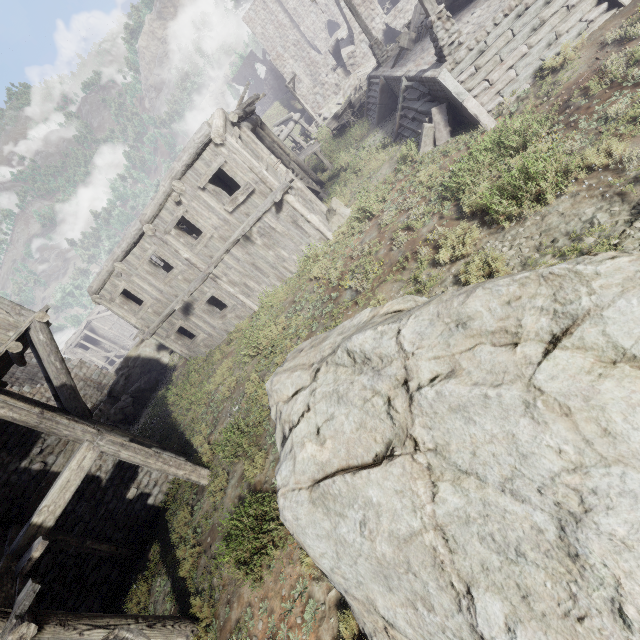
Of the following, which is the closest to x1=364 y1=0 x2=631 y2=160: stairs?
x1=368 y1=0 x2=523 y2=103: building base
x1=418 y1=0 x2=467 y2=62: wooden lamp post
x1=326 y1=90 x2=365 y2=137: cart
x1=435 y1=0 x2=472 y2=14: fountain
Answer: x1=368 y1=0 x2=523 y2=103: building base

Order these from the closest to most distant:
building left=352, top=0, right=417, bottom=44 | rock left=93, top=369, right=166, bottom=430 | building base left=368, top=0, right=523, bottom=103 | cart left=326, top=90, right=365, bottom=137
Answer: building base left=368, top=0, right=523, bottom=103
rock left=93, top=369, right=166, bottom=430
cart left=326, top=90, right=365, bottom=137
building left=352, top=0, right=417, bottom=44

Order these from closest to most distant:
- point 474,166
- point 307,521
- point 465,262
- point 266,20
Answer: point 307,521, point 465,262, point 474,166, point 266,20

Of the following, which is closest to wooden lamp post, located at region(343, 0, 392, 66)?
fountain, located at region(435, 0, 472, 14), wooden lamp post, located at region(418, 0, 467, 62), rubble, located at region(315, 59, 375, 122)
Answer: fountain, located at region(435, 0, 472, 14)

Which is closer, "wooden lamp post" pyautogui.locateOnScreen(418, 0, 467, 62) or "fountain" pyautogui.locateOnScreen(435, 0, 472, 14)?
"wooden lamp post" pyautogui.locateOnScreen(418, 0, 467, 62)

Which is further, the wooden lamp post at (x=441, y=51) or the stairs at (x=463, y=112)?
the wooden lamp post at (x=441, y=51)

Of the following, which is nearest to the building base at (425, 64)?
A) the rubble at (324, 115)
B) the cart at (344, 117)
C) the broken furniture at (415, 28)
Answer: the broken furniture at (415, 28)

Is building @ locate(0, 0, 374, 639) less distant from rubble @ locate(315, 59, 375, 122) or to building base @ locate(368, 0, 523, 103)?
rubble @ locate(315, 59, 375, 122)
